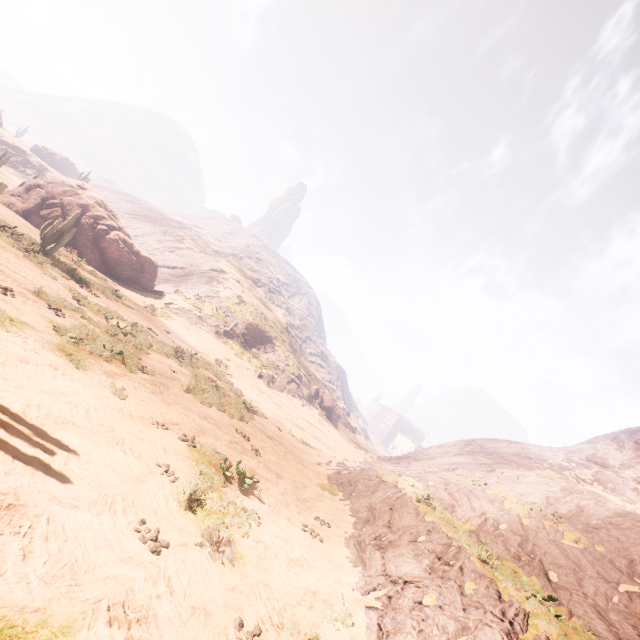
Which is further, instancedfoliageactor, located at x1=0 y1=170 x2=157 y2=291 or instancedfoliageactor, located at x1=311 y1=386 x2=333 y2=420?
instancedfoliageactor, located at x1=311 y1=386 x2=333 y2=420

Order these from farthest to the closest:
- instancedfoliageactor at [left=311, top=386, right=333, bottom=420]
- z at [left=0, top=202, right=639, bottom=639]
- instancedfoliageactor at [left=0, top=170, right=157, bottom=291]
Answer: instancedfoliageactor at [left=311, top=386, right=333, bottom=420], instancedfoliageactor at [left=0, top=170, right=157, bottom=291], z at [left=0, top=202, right=639, bottom=639]

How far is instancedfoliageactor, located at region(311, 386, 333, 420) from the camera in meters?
45.1 m

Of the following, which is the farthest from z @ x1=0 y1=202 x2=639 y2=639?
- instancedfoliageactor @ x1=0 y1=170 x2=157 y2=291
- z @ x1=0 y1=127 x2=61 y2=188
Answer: z @ x1=0 y1=127 x2=61 y2=188

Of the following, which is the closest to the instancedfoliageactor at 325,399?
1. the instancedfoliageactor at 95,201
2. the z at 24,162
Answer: the instancedfoliageactor at 95,201

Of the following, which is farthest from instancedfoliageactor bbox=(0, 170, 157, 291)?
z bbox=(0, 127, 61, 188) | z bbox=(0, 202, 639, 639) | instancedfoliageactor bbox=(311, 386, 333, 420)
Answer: z bbox=(0, 127, 61, 188)

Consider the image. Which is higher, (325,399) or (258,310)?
(258,310)

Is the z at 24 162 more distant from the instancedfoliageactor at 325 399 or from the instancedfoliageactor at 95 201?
the instancedfoliageactor at 325 399
